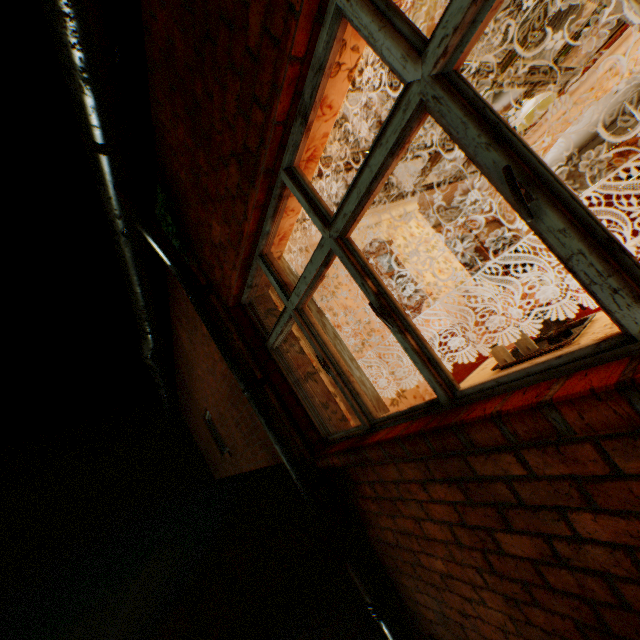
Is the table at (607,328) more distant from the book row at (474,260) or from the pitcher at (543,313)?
the book row at (474,260)

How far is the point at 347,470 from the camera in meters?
2.7

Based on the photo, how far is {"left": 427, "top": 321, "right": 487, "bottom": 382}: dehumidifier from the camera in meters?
3.5 m

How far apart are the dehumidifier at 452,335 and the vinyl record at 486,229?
3.81m

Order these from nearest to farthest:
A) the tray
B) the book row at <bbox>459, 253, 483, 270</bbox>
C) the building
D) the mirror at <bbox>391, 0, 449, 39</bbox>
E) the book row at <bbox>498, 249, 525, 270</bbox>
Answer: the building, the tray, the mirror at <bbox>391, 0, 449, 39</bbox>, the book row at <bbox>459, 253, 483, 270</bbox>, the book row at <bbox>498, 249, 525, 270</bbox>

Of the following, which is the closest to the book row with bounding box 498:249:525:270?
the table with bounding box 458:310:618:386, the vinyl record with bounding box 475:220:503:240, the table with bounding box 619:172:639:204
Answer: the vinyl record with bounding box 475:220:503:240

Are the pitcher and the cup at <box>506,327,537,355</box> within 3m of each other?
yes

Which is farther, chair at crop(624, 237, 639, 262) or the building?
chair at crop(624, 237, 639, 262)
